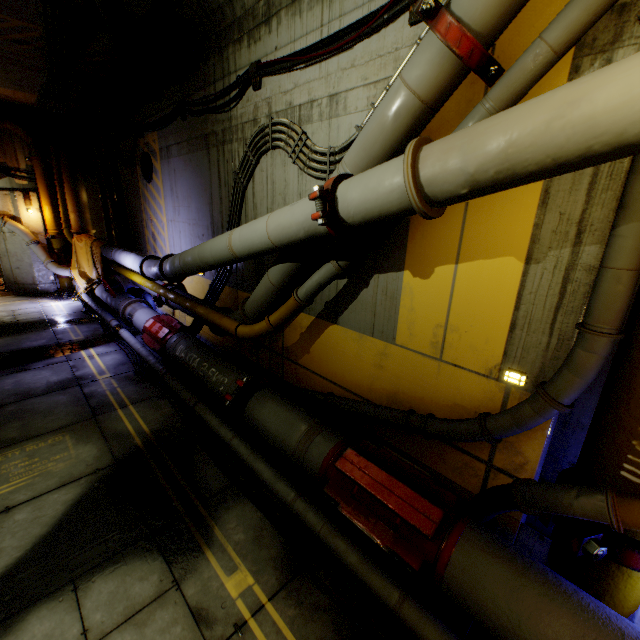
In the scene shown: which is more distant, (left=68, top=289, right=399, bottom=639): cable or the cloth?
the cloth

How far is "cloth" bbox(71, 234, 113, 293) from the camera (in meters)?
11.28

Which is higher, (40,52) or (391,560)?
(40,52)

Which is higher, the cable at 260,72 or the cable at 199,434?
the cable at 260,72

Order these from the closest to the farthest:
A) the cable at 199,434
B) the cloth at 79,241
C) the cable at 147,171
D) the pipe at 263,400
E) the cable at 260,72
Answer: the pipe at 263,400, the cable at 199,434, the cable at 260,72, the cable at 147,171, the cloth at 79,241

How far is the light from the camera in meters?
3.3 m

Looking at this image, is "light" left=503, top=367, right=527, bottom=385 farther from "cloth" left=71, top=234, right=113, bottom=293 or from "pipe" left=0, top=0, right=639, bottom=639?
"cloth" left=71, top=234, right=113, bottom=293

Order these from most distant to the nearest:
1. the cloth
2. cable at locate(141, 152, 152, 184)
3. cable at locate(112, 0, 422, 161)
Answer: the cloth, cable at locate(141, 152, 152, 184), cable at locate(112, 0, 422, 161)
